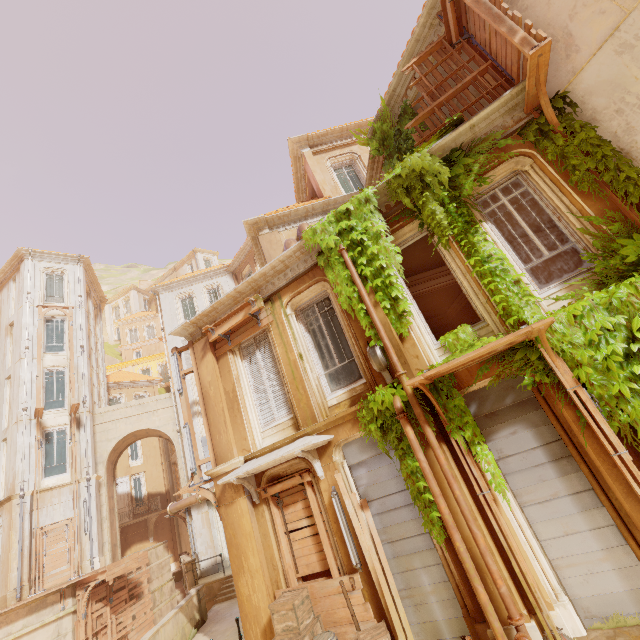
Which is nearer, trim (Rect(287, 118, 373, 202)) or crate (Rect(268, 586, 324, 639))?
crate (Rect(268, 586, 324, 639))

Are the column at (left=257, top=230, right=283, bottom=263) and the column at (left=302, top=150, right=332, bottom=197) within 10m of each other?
yes

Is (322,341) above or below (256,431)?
above

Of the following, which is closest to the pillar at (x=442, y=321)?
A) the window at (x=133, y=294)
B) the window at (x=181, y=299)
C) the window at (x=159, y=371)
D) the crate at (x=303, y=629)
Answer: the crate at (x=303, y=629)

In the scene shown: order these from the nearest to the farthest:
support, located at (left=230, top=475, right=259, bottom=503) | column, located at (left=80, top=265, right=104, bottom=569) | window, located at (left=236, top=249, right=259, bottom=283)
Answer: support, located at (left=230, top=475, right=259, bottom=503) < column, located at (left=80, top=265, right=104, bottom=569) < window, located at (left=236, top=249, right=259, bottom=283)

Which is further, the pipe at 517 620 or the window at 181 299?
the window at 181 299

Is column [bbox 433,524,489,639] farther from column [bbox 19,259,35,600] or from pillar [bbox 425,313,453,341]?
column [bbox 19,259,35,600]

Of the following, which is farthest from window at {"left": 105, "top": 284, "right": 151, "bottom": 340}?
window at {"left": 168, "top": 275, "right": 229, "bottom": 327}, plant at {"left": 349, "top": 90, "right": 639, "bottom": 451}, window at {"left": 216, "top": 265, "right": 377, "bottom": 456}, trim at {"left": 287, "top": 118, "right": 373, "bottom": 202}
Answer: window at {"left": 216, "top": 265, "right": 377, "bottom": 456}
